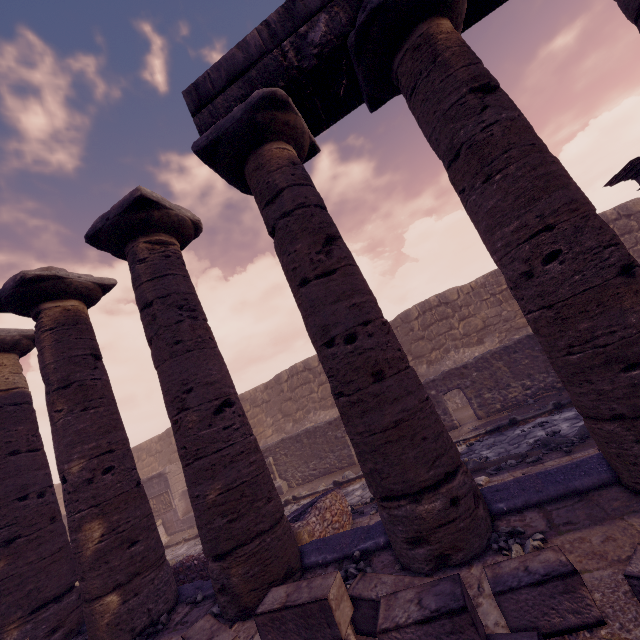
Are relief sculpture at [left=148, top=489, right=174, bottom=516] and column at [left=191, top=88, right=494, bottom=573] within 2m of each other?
no

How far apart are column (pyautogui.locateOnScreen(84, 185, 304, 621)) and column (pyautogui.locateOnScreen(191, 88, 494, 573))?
0.83m

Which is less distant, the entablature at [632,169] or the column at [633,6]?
the column at [633,6]

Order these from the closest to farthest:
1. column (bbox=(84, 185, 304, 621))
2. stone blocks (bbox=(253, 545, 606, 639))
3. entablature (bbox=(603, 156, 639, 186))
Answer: stone blocks (bbox=(253, 545, 606, 639))
column (bbox=(84, 185, 304, 621))
entablature (bbox=(603, 156, 639, 186))

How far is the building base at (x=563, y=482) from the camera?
3.2m

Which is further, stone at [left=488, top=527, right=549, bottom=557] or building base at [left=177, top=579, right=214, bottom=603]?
building base at [left=177, top=579, right=214, bottom=603]

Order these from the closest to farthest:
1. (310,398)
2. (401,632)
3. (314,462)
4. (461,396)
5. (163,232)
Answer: (401,632) → (163,232) → (314,462) → (461,396) → (310,398)

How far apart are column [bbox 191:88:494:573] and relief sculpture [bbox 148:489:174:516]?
14.5 meters
